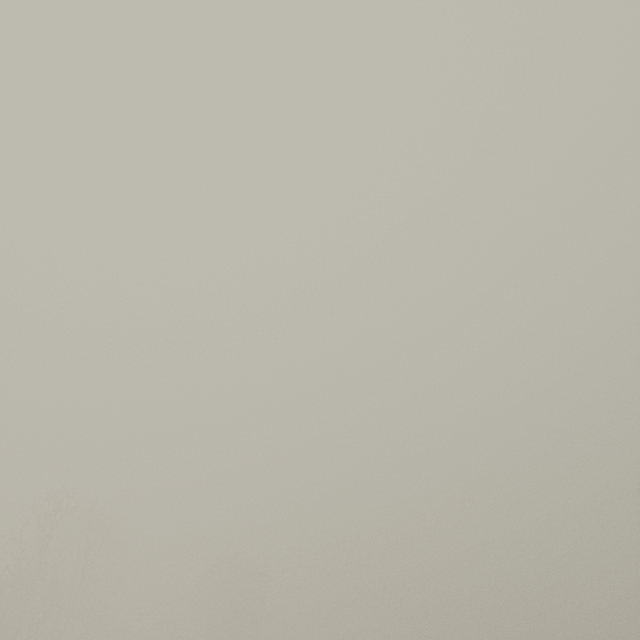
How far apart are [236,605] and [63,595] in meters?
→ 27.2
